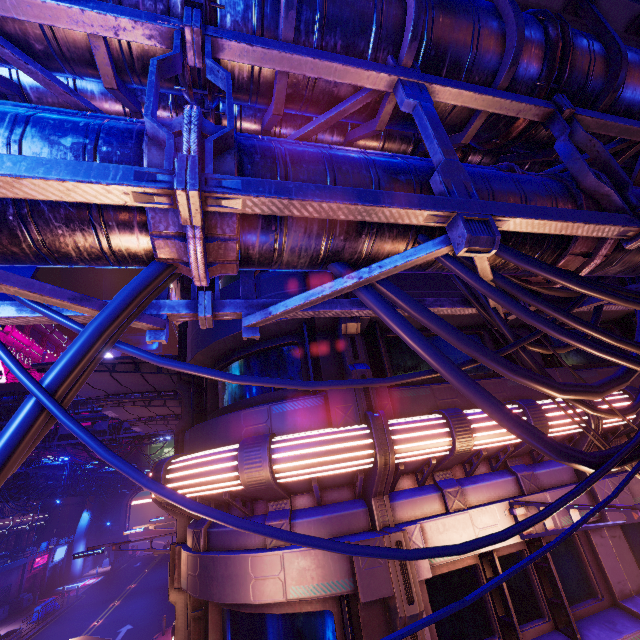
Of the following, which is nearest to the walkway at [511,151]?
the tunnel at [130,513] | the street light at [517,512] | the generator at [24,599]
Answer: the street light at [517,512]

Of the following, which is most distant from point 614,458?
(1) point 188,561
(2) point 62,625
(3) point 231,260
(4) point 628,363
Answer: (2) point 62,625

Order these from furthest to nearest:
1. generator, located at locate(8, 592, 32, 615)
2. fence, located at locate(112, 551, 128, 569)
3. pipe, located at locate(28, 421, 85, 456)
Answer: fence, located at locate(112, 551, 128, 569), generator, located at locate(8, 592, 32, 615), pipe, located at locate(28, 421, 85, 456)

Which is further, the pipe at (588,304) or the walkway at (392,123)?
the pipe at (588,304)

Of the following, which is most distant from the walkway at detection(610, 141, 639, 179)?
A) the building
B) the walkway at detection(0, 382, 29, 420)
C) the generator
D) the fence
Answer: the building

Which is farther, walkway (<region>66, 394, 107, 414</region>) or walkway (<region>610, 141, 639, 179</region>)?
walkway (<region>66, 394, 107, 414</region>)

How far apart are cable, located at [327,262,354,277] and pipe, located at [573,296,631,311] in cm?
0

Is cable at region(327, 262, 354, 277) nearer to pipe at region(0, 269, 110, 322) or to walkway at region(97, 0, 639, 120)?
pipe at region(0, 269, 110, 322)
